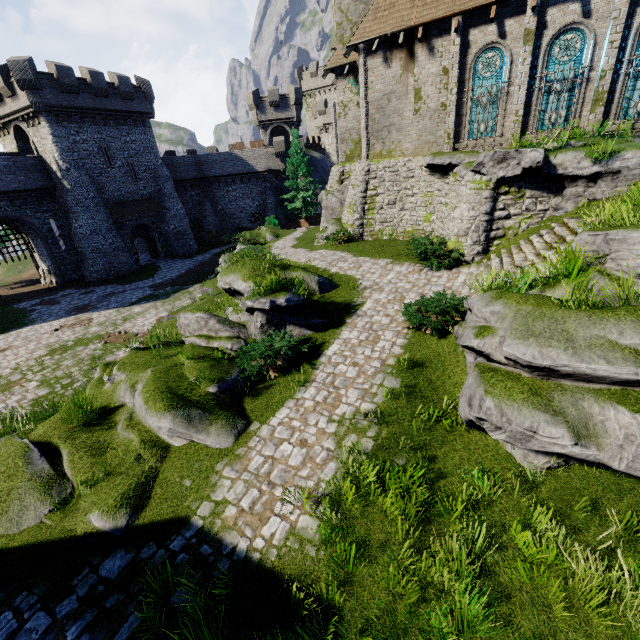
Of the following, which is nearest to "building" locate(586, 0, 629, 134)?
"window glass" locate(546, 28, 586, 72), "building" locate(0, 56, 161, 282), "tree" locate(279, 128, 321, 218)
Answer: "window glass" locate(546, 28, 586, 72)

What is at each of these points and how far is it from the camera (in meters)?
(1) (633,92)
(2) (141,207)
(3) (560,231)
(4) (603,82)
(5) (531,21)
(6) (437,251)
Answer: (1) window glass, 13.45
(2) awning, 33.06
(3) stairs, 10.89
(4) building, 13.39
(5) building, 13.63
(6) bush, 13.53

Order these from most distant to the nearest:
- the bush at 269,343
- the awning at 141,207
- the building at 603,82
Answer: the awning at 141,207 → the building at 603,82 → the bush at 269,343

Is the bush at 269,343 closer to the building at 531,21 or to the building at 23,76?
the building at 531,21

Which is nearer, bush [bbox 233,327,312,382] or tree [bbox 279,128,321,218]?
bush [bbox 233,327,312,382]

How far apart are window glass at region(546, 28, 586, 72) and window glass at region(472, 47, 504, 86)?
1.5 meters

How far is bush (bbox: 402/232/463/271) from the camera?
13.3 meters

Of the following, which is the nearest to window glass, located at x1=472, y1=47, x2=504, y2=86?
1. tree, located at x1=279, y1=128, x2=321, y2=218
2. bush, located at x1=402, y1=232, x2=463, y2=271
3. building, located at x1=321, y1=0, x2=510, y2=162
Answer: building, located at x1=321, y1=0, x2=510, y2=162
